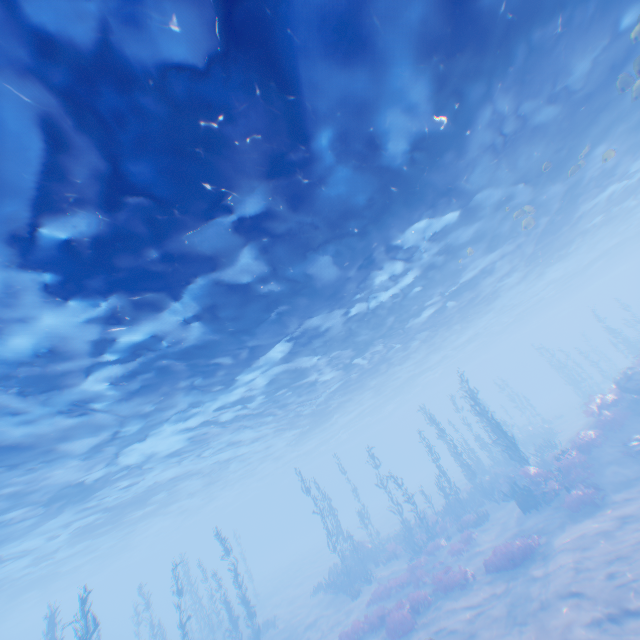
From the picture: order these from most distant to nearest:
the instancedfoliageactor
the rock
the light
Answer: the rock
the instancedfoliageactor
the light

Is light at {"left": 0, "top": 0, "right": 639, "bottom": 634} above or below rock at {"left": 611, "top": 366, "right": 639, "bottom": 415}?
above

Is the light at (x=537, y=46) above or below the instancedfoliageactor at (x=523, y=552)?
above

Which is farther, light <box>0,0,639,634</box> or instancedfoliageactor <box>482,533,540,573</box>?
instancedfoliageactor <box>482,533,540,573</box>

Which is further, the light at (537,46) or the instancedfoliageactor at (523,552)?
the instancedfoliageactor at (523,552)

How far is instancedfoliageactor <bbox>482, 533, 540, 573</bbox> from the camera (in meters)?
13.80

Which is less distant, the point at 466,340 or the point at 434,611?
the point at 434,611

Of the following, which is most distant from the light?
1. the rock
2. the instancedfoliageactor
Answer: the instancedfoliageactor
